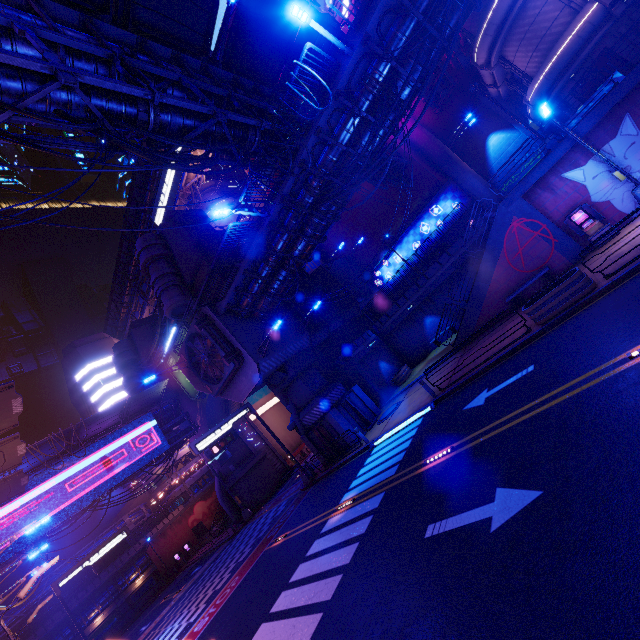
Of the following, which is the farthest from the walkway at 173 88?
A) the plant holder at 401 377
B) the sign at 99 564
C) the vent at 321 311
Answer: the sign at 99 564

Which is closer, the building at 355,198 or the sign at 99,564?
the sign at 99,564

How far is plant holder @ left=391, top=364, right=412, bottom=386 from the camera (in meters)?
25.59

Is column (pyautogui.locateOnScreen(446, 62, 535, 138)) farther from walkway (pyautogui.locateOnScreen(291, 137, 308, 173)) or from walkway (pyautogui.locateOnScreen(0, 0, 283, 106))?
walkway (pyautogui.locateOnScreen(291, 137, 308, 173))

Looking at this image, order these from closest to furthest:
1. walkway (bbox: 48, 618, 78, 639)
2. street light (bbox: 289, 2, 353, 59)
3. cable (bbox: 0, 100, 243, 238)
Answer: cable (bbox: 0, 100, 243, 238) → street light (bbox: 289, 2, 353, 59) → walkway (bbox: 48, 618, 78, 639)

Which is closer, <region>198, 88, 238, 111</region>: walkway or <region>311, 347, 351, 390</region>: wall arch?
<region>198, 88, 238, 111</region>: walkway

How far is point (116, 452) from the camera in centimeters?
3019cm

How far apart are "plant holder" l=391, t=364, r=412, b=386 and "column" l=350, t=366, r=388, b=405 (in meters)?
1.51
